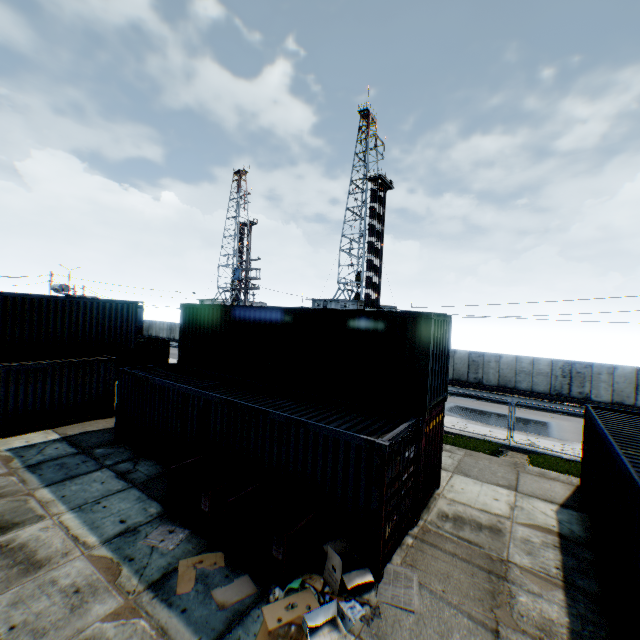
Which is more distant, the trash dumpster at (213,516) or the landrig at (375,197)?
the landrig at (375,197)

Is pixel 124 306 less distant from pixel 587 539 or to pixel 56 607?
pixel 56 607

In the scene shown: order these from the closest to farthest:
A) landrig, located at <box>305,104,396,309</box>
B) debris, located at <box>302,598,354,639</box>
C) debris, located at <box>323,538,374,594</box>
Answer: debris, located at <box>302,598,354,639</box> < debris, located at <box>323,538,374,594</box> < landrig, located at <box>305,104,396,309</box>

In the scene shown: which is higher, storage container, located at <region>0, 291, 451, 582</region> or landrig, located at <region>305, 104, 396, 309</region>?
landrig, located at <region>305, 104, 396, 309</region>

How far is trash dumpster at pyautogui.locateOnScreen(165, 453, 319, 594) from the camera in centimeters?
674cm

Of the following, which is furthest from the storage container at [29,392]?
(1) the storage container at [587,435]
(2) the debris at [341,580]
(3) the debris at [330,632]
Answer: (1) the storage container at [587,435]

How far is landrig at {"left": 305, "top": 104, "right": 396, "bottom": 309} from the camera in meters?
43.3

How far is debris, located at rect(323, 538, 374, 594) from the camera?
6.5m
